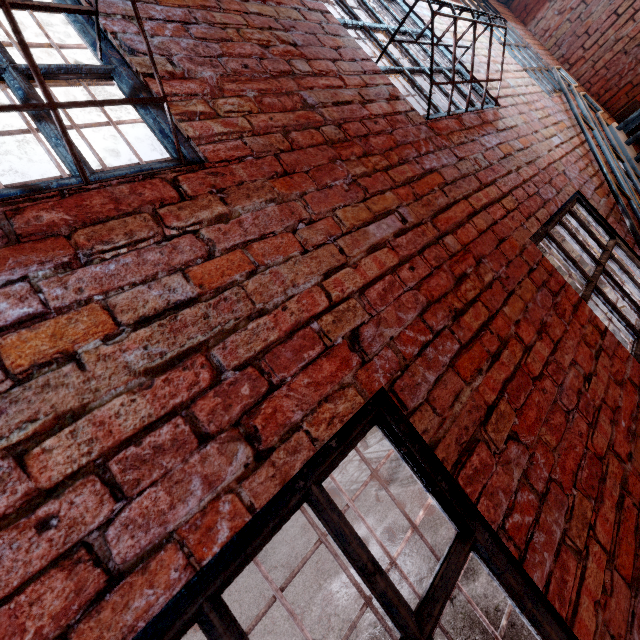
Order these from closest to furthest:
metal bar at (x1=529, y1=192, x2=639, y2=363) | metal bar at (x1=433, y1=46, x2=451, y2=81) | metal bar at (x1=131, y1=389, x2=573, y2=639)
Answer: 1. metal bar at (x1=131, y1=389, x2=573, y2=639)
2. metal bar at (x1=529, y1=192, x2=639, y2=363)
3. metal bar at (x1=433, y1=46, x2=451, y2=81)

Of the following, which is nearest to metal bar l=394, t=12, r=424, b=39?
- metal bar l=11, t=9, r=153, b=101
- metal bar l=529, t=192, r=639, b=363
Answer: metal bar l=529, t=192, r=639, b=363

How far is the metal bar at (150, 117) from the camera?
1.0m

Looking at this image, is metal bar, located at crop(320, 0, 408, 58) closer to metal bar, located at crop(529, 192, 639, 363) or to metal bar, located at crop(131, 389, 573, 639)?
metal bar, located at crop(529, 192, 639, 363)

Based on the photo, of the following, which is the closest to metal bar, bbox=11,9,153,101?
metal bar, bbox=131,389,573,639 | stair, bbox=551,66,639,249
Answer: metal bar, bbox=131,389,573,639

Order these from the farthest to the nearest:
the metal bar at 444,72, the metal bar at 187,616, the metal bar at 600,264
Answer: the metal bar at 444,72
the metal bar at 600,264
the metal bar at 187,616

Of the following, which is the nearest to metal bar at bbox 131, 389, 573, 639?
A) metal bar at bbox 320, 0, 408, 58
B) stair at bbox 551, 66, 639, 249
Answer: stair at bbox 551, 66, 639, 249

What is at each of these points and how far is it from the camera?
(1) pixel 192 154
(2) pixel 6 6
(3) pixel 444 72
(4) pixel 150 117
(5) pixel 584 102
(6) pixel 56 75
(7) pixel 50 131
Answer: (1) metal bar, 1.2 meters
(2) metal grid, 0.7 meters
(3) metal bar, 2.7 meters
(4) metal bar, 1.2 meters
(5) stair, 3.8 meters
(6) metal bar, 1.1 meters
(7) metal bar, 1.0 meters
